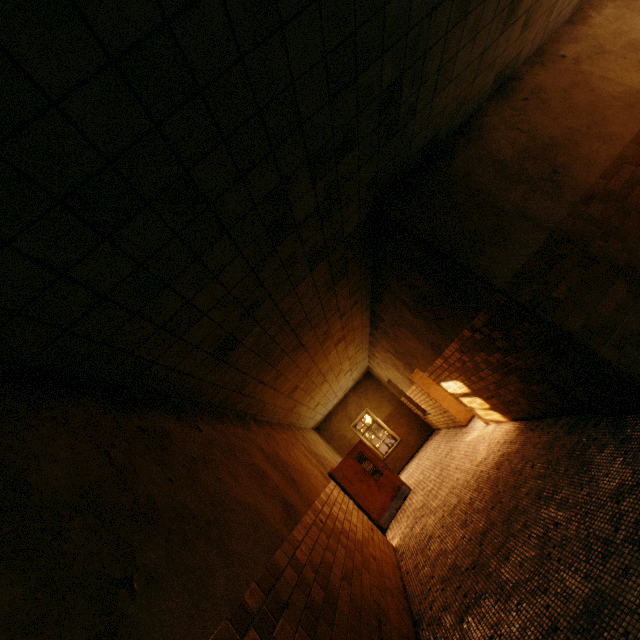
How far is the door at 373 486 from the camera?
9.21m

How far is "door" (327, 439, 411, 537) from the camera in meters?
9.2 m

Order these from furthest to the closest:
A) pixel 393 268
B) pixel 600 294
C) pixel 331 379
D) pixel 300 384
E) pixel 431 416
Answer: pixel 431 416, pixel 331 379, pixel 300 384, pixel 393 268, pixel 600 294
